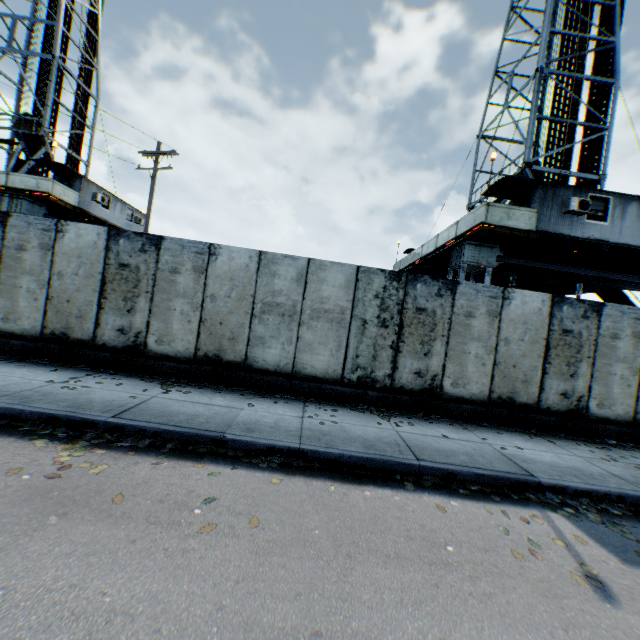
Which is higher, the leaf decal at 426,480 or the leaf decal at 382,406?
the leaf decal at 382,406

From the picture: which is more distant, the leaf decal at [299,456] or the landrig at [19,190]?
the landrig at [19,190]

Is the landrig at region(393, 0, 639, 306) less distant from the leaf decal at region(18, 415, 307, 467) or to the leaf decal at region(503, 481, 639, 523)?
the leaf decal at region(503, 481, 639, 523)

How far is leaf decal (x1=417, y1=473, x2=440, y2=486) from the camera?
4.7 meters

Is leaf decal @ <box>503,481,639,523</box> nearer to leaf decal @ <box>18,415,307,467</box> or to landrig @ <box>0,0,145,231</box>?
leaf decal @ <box>18,415,307,467</box>

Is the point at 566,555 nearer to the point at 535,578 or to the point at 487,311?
the point at 535,578

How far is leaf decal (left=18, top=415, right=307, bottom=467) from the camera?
4.3 meters
